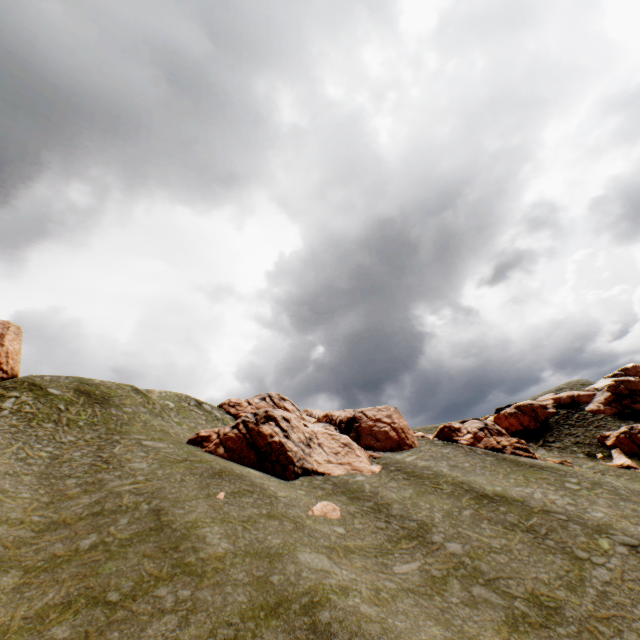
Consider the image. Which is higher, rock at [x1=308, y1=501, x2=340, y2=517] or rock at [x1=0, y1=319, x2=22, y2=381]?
rock at [x1=0, y1=319, x2=22, y2=381]

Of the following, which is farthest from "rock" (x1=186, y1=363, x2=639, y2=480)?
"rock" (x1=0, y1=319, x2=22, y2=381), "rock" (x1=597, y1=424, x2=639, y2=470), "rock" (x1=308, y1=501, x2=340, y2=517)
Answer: "rock" (x1=0, y1=319, x2=22, y2=381)

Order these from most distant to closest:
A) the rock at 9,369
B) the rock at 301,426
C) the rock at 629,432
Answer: the rock at 9,369, the rock at 629,432, the rock at 301,426

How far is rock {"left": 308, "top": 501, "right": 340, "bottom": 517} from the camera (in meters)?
21.08

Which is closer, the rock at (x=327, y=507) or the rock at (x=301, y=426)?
the rock at (x=327, y=507)

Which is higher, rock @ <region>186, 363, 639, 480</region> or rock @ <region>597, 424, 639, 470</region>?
rock @ <region>186, 363, 639, 480</region>

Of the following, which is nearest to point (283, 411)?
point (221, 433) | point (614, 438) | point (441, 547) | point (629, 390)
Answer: point (221, 433)

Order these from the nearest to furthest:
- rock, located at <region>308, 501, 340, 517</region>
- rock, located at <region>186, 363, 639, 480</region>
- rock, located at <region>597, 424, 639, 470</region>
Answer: rock, located at <region>308, 501, 340, 517</region> < rock, located at <region>186, 363, 639, 480</region> < rock, located at <region>597, 424, 639, 470</region>
